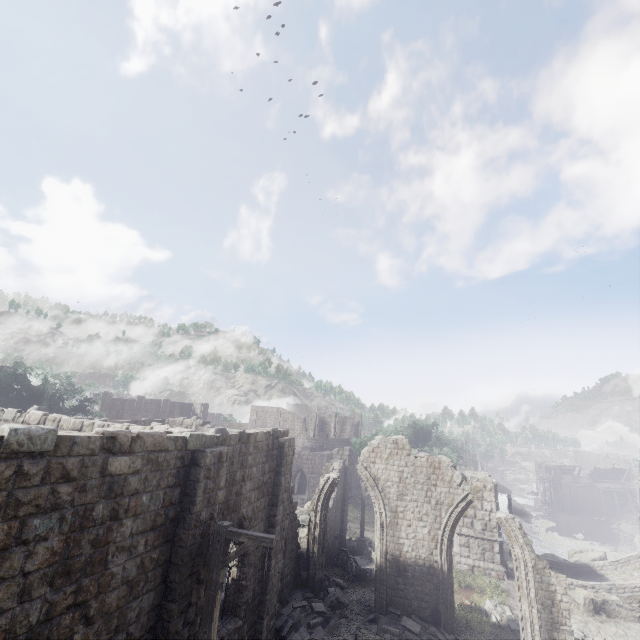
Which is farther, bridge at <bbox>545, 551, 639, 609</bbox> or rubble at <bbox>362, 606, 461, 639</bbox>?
bridge at <bbox>545, 551, 639, 609</bbox>

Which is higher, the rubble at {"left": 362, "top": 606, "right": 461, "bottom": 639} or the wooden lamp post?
the wooden lamp post

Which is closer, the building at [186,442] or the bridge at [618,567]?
the building at [186,442]

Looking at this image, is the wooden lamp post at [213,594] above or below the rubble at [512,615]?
above

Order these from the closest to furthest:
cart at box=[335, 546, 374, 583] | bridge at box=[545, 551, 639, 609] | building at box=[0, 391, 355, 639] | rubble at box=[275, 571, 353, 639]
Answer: building at box=[0, 391, 355, 639] → rubble at box=[275, 571, 353, 639] → cart at box=[335, 546, 374, 583] → bridge at box=[545, 551, 639, 609]

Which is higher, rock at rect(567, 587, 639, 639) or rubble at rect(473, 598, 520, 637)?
rubble at rect(473, 598, 520, 637)

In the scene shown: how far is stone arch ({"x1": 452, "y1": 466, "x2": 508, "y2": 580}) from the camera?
21.73m

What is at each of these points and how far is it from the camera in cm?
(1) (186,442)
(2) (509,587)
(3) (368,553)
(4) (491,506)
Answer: (1) building, 816
(2) building base, 2017
(3) cart, 2052
(4) stone arch, 2272
